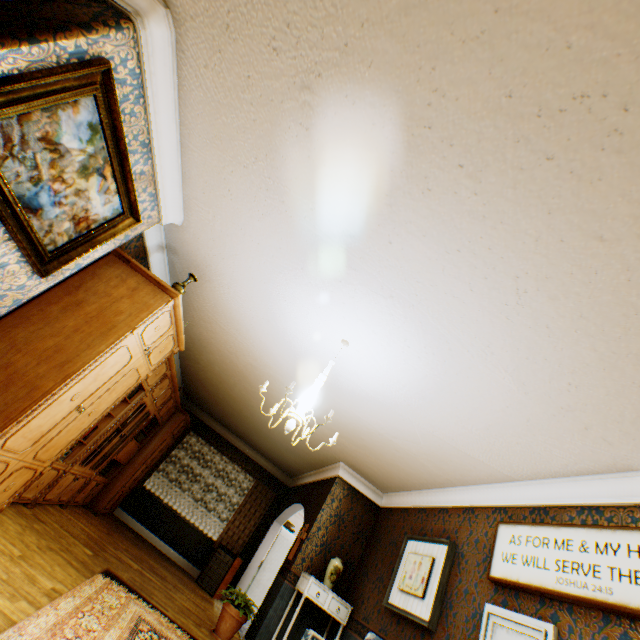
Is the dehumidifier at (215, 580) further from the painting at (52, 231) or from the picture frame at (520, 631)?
the painting at (52, 231)

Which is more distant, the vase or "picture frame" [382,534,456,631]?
the vase

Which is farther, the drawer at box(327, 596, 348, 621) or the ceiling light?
the drawer at box(327, 596, 348, 621)

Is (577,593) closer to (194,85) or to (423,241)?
(423,241)

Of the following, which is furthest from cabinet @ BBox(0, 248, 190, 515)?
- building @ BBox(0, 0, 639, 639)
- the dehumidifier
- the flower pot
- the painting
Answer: the flower pot

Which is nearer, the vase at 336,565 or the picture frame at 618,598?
the picture frame at 618,598

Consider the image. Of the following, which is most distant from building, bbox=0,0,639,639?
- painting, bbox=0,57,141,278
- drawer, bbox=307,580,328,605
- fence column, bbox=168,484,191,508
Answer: fence column, bbox=168,484,191,508

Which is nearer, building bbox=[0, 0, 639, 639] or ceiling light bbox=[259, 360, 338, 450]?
building bbox=[0, 0, 639, 639]
